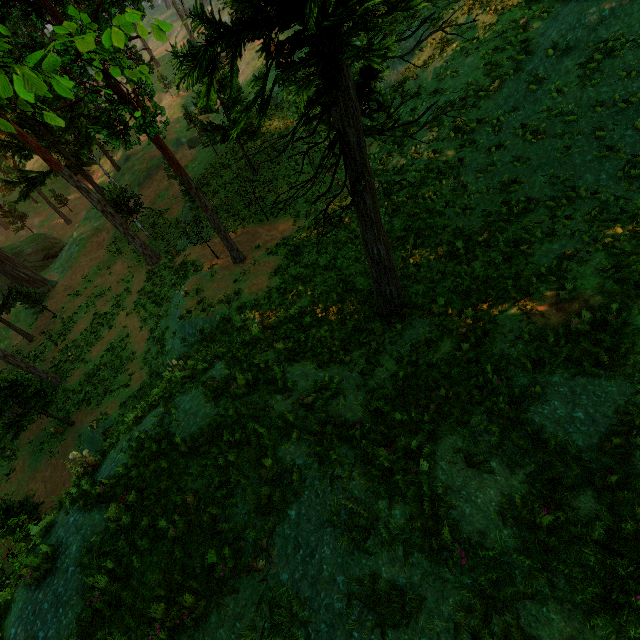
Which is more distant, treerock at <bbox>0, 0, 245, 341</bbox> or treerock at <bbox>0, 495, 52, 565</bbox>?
treerock at <bbox>0, 495, 52, 565</bbox>

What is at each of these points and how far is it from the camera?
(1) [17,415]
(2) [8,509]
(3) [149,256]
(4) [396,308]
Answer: (1) treerock, 17.17m
(2) treerock, 14.50m
(3) treerock, 27.84m
(4) treerock, 11.48m

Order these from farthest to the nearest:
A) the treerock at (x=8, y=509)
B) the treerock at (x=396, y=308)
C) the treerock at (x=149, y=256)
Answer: the treerock at (x=8, y=509) < the treerock at (x=396, y=308) < the treerock at (x=149, y=256)

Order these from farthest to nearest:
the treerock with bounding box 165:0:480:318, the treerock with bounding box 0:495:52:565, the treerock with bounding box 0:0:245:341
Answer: the treerock with bounding box 0:495:52:565 → the treerock with bounding box 165:0:480:318 → the treerock with bounding box 0:0:245:341

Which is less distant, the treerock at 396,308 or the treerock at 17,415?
the treerock at 396,308
